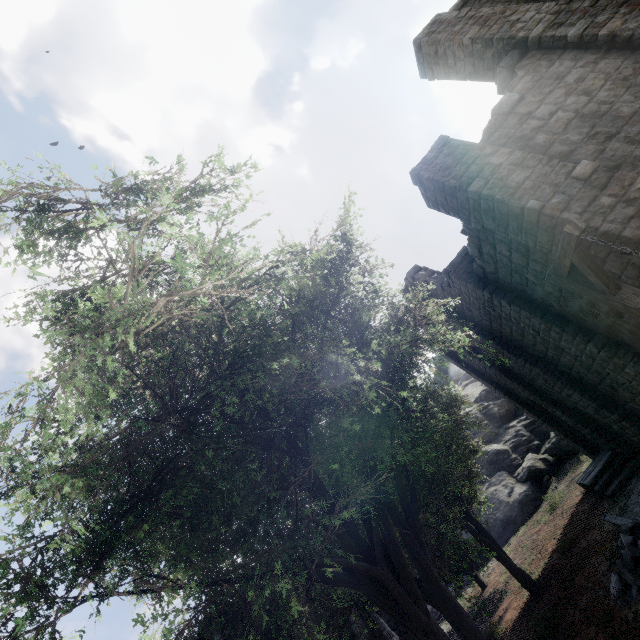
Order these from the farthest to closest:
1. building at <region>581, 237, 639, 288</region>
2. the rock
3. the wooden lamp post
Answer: the rock < building at <region>581, 237, 639, 288</region> < the wooden lamp post

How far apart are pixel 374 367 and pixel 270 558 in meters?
2.9

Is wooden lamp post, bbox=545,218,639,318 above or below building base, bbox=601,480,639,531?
above

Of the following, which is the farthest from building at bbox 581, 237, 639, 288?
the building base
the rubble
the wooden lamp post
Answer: the rubble

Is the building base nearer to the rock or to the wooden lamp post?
the wooden lamp post

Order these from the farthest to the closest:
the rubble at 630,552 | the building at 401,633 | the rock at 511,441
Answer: the rock at 511,441 → the building at 401,633 → the rubble at 630,552

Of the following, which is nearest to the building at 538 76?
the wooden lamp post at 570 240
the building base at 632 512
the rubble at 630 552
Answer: the building base at 632 512

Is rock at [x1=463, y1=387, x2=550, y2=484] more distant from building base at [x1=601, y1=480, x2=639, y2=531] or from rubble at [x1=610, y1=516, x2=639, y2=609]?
rubble at [x1=610, y1=516, x2=639, y2=609]
